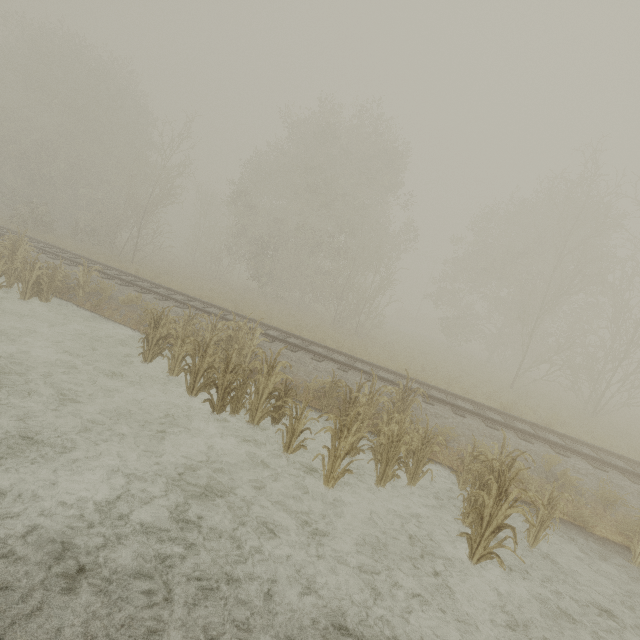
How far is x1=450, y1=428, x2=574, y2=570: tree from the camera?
4.9 meters

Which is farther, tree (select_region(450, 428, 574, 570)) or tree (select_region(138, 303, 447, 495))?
tree (select_region(138, 303, 447, 495))

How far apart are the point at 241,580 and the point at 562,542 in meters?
6.7 m

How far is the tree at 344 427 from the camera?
6.23m

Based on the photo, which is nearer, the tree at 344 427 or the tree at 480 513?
the tree at 480 513
